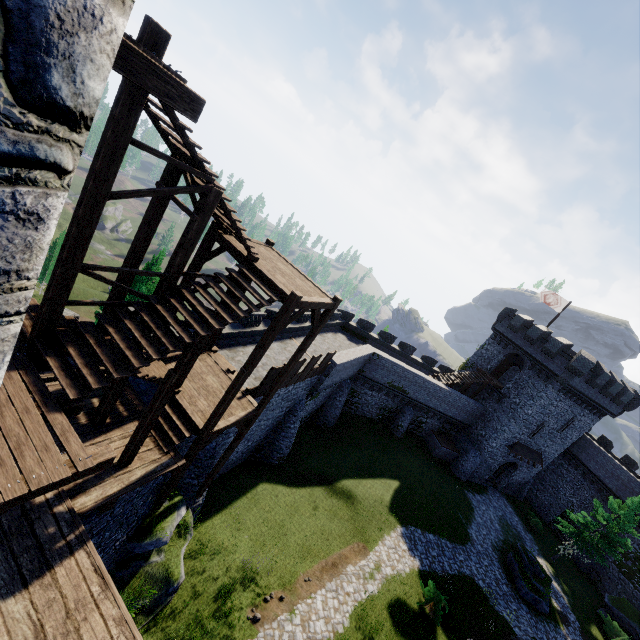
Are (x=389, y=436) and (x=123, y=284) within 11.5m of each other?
no

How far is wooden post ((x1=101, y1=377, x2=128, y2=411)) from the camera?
9.2m

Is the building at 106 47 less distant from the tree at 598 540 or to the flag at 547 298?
the flag at 547 298

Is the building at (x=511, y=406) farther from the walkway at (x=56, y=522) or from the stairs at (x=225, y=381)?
the walkway at (x=56, y=522)

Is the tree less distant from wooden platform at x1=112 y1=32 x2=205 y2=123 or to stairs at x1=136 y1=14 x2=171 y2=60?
stairs at x1=136 y1=14 x2=171 y2=60

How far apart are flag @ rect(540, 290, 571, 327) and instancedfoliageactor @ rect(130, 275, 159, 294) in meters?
36.0 m

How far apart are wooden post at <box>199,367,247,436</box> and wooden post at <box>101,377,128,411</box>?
2.7 meters

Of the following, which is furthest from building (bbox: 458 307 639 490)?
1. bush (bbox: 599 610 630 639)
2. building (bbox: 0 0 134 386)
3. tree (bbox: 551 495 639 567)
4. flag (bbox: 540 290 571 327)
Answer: building (bbox: 0 0 134 386)
